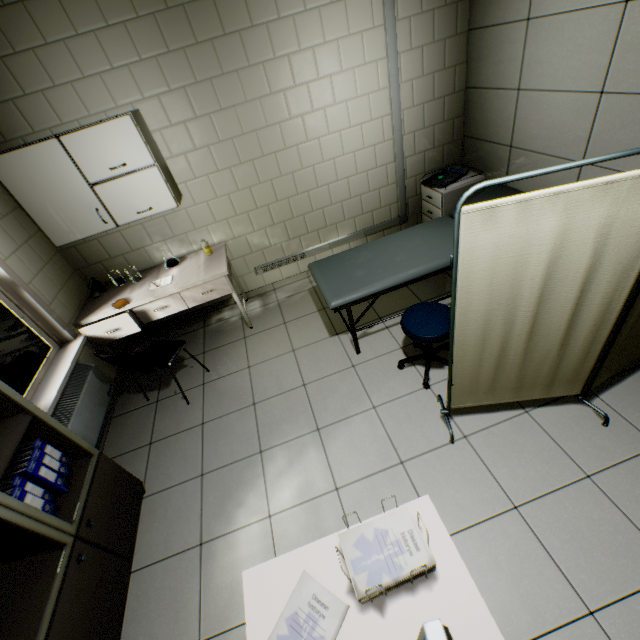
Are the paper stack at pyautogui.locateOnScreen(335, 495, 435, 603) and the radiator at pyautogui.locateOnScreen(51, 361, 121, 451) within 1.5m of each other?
no

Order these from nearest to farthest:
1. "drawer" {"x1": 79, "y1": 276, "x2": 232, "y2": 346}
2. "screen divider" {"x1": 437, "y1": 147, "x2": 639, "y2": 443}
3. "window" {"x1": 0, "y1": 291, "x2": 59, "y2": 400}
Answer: "screen divider" {"x1": 437, "y1": 147, "x2": 639, "y2": 443} → "window" {"x1": 0, "y1": 291, "x2": 59, "y2": 400} → "drawer" {"x1": 79, "y1": 276, "x2": 232, "y2": 346}

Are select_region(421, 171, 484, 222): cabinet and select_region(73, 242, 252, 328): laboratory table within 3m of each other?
yes

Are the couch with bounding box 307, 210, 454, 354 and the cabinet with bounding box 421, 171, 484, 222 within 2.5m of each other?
yes

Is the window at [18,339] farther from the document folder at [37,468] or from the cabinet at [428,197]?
the cabinet at [428,197]

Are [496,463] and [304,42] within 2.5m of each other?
no

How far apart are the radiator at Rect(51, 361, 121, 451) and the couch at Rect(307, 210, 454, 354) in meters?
2.3 m

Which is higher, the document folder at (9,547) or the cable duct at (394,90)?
the cable duct at (394,90)
